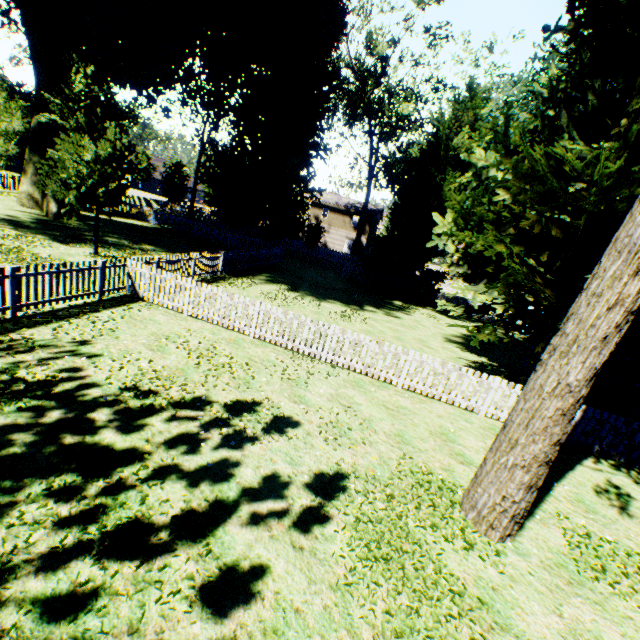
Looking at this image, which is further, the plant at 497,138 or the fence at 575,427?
the fence at 575,427

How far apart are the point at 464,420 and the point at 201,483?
7.2 meters

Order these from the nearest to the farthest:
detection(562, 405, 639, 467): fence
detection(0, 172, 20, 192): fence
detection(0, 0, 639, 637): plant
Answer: detection(0, 0, 639, 637): plant < detection(562, 405, 639, 467): fence < detection(0, 172, 20, 192): fence

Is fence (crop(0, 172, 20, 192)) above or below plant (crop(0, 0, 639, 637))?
below

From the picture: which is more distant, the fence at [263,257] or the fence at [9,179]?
the fence at [9,179]

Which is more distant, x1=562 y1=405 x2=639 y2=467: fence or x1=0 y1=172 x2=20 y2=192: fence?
x1=0 y1=172 x2=20 y2=192: fence
